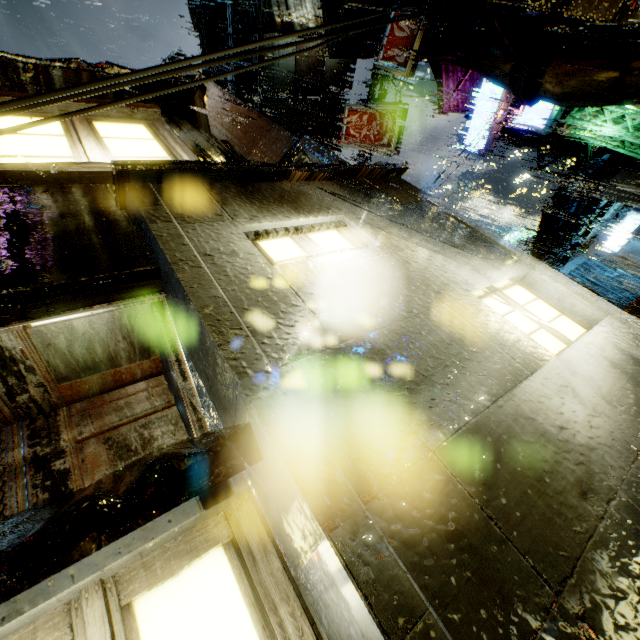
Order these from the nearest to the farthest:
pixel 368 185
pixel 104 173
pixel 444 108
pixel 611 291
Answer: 1. pixel 104 173
2. pixel 368 185
3. pixel 444 108
4. pixel 611 291

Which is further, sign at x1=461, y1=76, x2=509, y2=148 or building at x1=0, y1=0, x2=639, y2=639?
sign at x1=461, y1=76, x2=509, y2=148

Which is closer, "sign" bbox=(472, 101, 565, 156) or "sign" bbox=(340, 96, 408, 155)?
"sign" bbox=(340, 96, 408, 155)

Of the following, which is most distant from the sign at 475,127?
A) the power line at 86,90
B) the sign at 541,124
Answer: the power line at 86,90

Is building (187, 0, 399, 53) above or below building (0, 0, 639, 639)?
above

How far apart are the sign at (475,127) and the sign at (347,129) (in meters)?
8.01

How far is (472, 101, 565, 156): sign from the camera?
14.9m

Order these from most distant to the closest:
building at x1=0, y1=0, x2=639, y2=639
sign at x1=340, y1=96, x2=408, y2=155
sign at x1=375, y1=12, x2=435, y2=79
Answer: sign at x1=340, y1=96, x2=408, y2=155 < sign at x1=375, y1=12, x2=435, y2=79 < building at x1=0, y1=0, x2=639, y2=639
